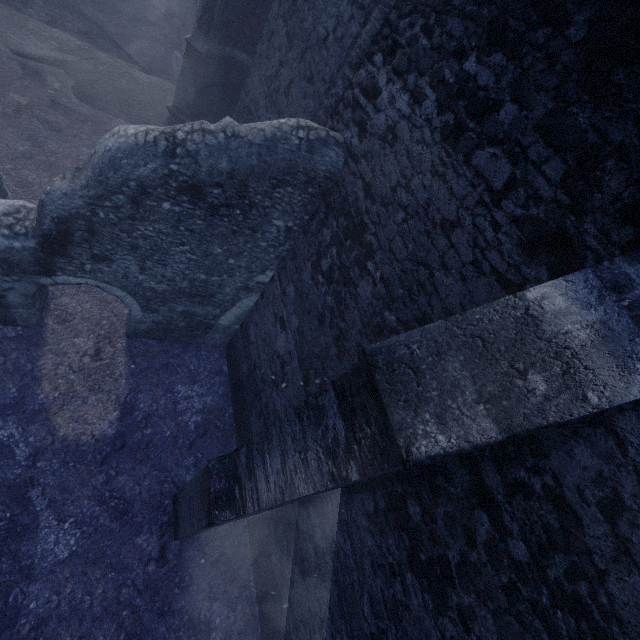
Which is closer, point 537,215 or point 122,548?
point 537,215
